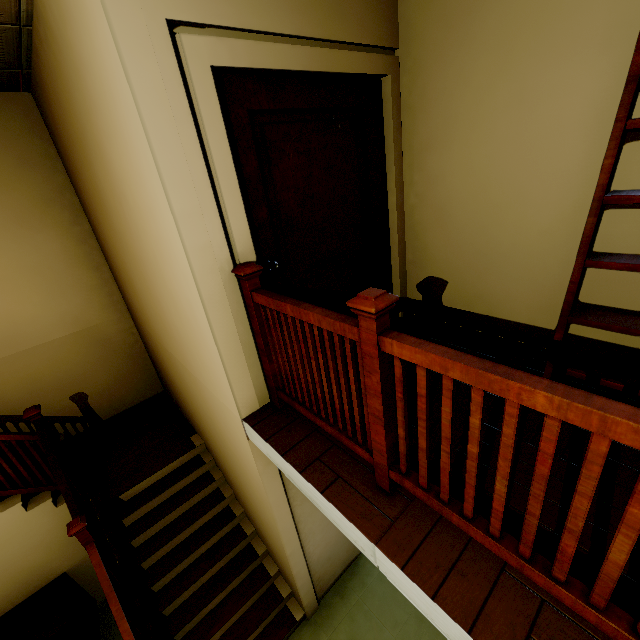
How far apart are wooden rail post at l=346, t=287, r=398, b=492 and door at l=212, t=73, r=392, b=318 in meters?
1.1 m

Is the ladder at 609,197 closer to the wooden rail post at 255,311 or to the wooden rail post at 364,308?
the wooden rail post at 364,308

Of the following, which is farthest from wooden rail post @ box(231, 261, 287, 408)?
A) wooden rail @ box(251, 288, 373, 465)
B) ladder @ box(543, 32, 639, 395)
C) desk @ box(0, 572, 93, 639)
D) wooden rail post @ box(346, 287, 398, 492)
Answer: desk @ box(0, 572, 93, 639)

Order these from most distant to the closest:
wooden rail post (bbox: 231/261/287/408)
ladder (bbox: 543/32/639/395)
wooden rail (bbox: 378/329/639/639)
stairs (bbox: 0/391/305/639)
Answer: stairs (bbox: 0/391/305/639) < wooden rail post (bbox: 231/261/287/408) < ladder (bbox: 543/32/639/395) < wooden rail (bbox: 378/329/639/639)

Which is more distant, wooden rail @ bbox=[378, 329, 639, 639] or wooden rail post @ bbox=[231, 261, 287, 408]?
wooden rail post @ bbox=[231, 261, 287, 408]

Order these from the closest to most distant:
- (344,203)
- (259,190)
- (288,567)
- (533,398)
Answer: (533,398) → (259,190) → (344,203) → (288,567)

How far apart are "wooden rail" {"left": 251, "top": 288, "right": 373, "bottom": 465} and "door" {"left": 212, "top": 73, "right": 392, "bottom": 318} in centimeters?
30cm

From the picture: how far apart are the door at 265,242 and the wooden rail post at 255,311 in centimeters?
24cm
